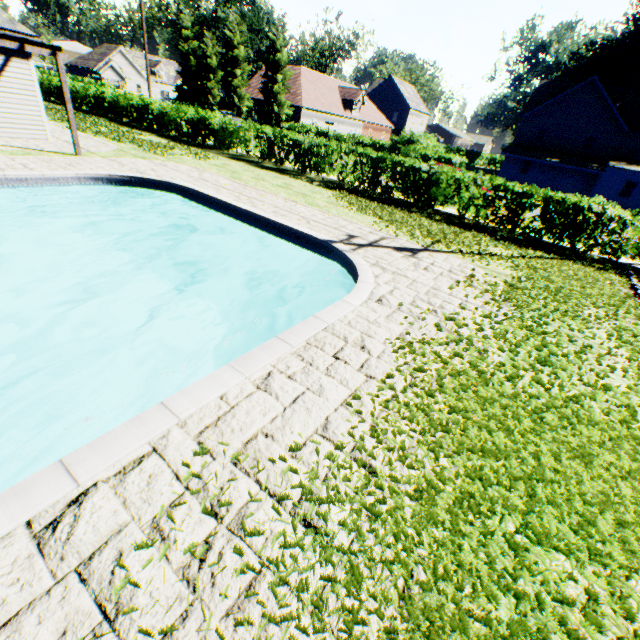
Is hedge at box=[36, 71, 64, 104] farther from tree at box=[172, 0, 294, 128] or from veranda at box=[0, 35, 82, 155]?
veranda at box=[0, 35, 82, 155]

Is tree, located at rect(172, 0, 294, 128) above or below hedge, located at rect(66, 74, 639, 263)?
above

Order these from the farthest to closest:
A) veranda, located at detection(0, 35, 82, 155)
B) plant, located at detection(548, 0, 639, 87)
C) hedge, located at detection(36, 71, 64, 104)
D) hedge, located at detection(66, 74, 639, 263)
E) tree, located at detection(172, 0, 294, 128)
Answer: plant, located at detection(548, 0, 639, 87)
tree, located at detection(172, 0, 294, 128)
hedge, located at detection(36, 71, 64, 104)
hedge, located at detection(66, 74, 639, 263)
veranda, located at detection(0, 35, 82, 155)

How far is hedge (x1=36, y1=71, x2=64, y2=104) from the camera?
27.64m

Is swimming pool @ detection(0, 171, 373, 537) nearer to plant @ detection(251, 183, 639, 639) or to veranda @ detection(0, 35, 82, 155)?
plant @ detection(251, 183, 639, 639)

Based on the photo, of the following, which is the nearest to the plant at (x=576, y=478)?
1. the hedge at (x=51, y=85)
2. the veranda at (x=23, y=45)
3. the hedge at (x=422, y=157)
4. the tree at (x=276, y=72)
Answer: the tree at (x=276, y=72)

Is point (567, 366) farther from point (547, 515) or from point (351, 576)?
point (351, 576)

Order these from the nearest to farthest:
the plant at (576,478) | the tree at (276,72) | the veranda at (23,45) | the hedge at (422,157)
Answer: the plant at (576,478) → the veranda at (23,45) → the hedge at (422,157) → the tree at (276,72)
